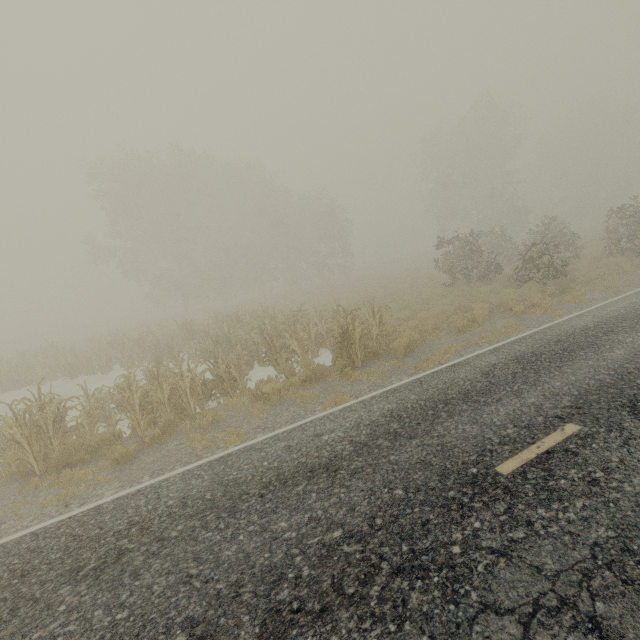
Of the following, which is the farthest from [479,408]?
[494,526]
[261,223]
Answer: [261,223]
